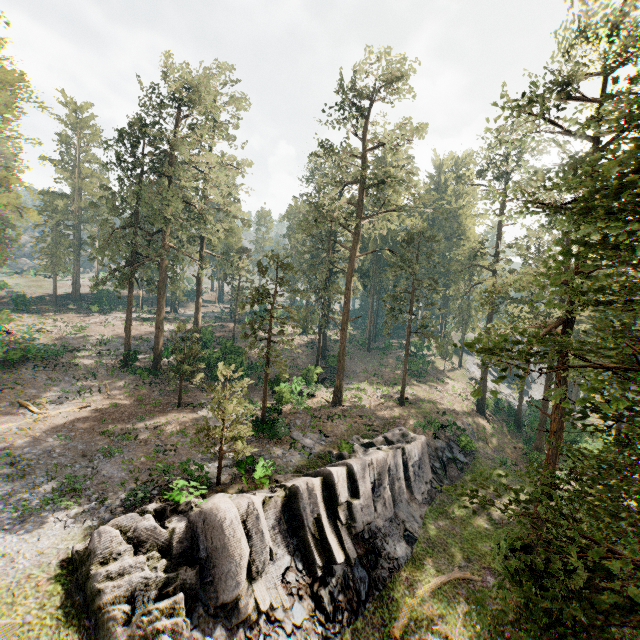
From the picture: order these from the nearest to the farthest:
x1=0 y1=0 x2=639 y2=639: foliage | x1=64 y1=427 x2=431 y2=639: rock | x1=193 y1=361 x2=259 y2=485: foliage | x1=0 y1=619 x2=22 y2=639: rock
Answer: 1. x1=0 y1=0 x2=639 y2=639: foliage
2. x1=0 y1=619 x2=22 y2=639: rock
3. x1=64 y1=427 x2=431 y2=639: rock
4. x1=193 y1=361 x2=259 y2=485: foliage

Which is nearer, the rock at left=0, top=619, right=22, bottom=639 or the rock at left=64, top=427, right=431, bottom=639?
the rock at left=0, top=619, right=22, bottom=639

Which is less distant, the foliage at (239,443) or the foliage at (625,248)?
the foliage at (625,248)

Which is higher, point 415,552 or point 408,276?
point 408,276

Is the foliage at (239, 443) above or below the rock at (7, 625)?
above

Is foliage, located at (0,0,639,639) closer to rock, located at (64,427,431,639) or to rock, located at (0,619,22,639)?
rock, located at (0,619,22,639)
